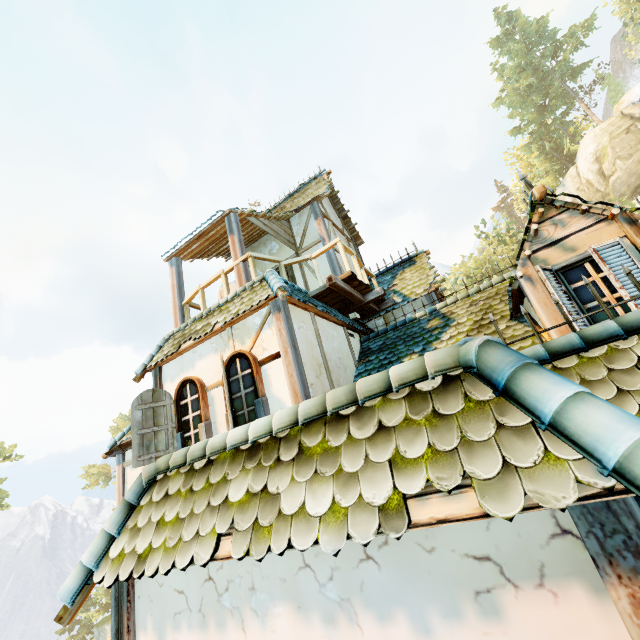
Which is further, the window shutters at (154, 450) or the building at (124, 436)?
the building at (124, 436)

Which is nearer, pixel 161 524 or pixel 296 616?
pixel 296 616

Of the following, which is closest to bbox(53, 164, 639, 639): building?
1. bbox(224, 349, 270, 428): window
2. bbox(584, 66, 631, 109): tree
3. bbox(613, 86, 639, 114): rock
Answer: bbox(224, 349, 270, 428): window

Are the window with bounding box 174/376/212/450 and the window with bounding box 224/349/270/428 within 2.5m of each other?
yes

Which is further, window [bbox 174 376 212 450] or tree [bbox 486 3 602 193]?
tree [bbox 486 3 602 193]

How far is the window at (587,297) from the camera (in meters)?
3.80

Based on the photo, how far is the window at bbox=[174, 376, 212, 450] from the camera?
5.9 meters

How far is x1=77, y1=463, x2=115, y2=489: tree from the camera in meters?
47.6 m
